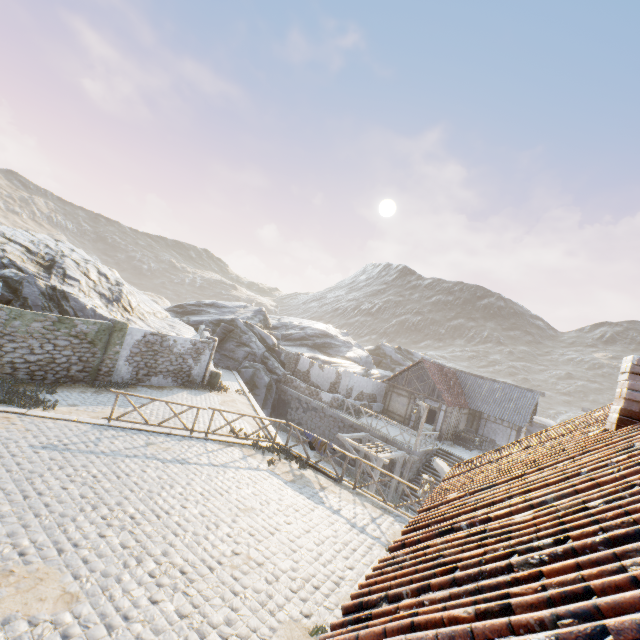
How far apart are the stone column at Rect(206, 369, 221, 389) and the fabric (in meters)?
9.02

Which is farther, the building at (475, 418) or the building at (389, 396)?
the building at (389, 396)

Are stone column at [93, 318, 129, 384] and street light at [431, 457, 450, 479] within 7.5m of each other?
no

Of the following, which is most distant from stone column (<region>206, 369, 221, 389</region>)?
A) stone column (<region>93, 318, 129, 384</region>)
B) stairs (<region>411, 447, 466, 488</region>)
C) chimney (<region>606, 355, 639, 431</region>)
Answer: chimney (<region>606, 355, 639, 431</region>)

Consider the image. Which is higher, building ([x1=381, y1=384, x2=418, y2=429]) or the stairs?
building ([x1=381, y1=384, x2=418, y2=429])

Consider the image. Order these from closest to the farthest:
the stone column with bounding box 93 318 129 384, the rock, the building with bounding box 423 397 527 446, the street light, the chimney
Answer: the chimney, the street light, the stone column with bounding box 93 318 129 384, the rock, the building with bounding box 423 397 527 446

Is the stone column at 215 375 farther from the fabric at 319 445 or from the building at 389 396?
the building at 389 396

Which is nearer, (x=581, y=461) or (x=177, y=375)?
(x=581, y=461)
